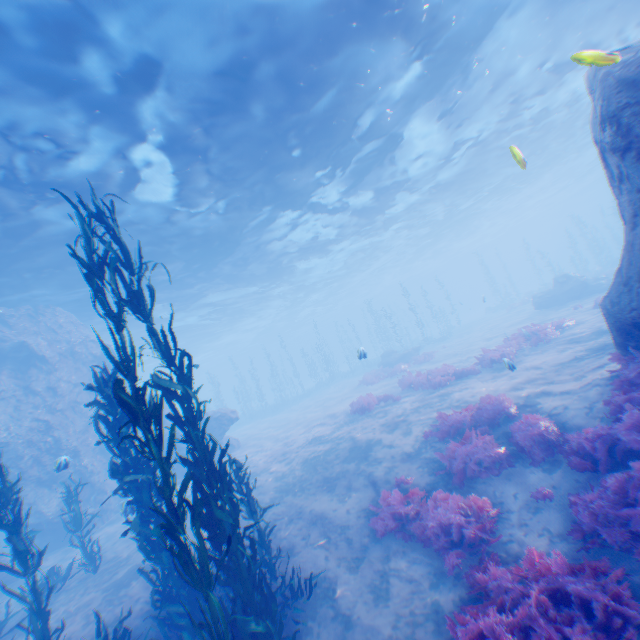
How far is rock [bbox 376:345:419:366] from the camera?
28.94m

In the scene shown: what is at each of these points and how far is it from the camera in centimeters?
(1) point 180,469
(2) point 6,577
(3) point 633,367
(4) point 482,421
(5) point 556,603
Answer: (1) rock, 1856cm
(2) rock, 1222cm
(3) instancedfoliageactor, 676cm
(4) instancedfoliageactor, 917cm
(5) instancedfoliageactor, 459cm

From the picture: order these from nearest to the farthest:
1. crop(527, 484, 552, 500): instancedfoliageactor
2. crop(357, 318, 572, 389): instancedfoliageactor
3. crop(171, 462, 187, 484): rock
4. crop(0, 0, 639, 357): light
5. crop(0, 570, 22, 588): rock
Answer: crop(527, 484, 552, 500): instancedfoliageactor → crop(0, 0, 639, 357): light → crop(0, 570, 22, 588): rock → crop(357, 318, 572, 389): instancedfoliageactor → crop(171, 462, 187, 484): rock

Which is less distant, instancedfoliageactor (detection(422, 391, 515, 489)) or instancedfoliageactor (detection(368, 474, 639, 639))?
instancedfoliageactor (detection(368, 474, 639, 639))

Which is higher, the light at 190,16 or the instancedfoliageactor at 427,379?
the light at 190,16

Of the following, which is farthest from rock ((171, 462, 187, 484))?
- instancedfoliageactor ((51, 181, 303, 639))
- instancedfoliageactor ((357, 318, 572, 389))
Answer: instancedfoliageactor ((357, 318, 572, 389))

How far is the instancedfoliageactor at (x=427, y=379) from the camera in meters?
14.9 m

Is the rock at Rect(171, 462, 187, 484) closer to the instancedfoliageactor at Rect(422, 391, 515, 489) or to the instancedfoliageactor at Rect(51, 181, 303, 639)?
the instancedfoliageactor at Rect(422, 391, 515, 489)
